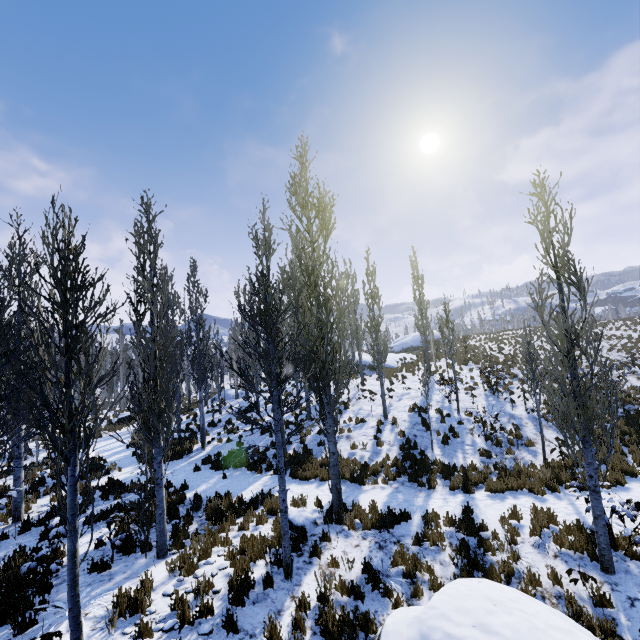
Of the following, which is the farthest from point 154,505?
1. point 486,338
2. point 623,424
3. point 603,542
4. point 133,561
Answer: point 486,338

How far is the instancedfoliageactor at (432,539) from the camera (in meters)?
7.51

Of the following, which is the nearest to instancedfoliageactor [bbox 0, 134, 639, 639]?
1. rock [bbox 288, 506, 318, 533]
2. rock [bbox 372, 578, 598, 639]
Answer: rock [bbox 288, 506, 318, 533]

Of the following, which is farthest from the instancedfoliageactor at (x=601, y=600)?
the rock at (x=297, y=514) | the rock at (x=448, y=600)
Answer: the rock at (x=448, y=600)

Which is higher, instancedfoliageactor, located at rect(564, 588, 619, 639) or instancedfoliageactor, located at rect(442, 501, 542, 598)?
instancedfoliageactor, located at rect(442, 501, 542, 598)

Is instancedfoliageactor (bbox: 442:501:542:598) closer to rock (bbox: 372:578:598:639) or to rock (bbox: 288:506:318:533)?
rock (bbox: 288:506:318:533)
